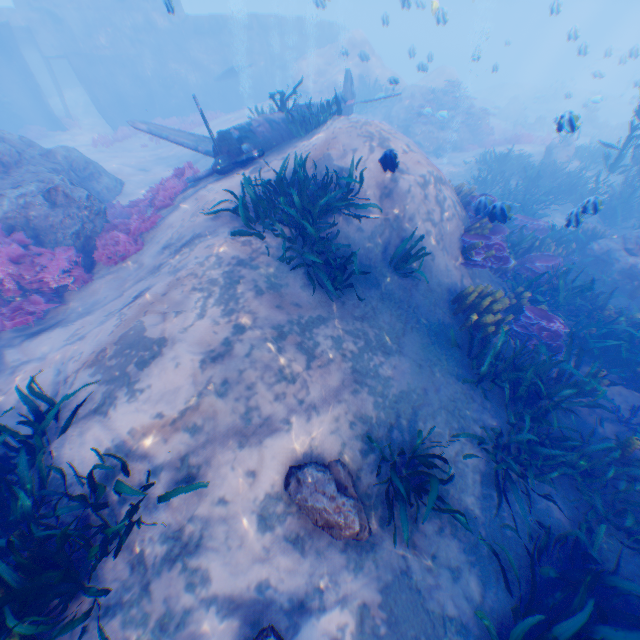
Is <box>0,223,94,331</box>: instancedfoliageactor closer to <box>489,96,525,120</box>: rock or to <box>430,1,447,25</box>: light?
<box>430,1,447,25</box>: light

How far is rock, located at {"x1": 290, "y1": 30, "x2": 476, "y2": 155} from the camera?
20.4m

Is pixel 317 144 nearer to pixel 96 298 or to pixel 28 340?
pixel 96 298

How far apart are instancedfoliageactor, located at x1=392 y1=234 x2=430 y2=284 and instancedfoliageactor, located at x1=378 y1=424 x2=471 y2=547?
3.3m

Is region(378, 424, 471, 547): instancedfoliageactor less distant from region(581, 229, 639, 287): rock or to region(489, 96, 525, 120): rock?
region(581, 229, 639, 287): rock

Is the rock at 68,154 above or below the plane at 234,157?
Result: below

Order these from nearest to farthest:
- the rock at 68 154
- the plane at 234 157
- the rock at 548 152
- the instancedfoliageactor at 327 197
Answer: the instancedfoliageactor at 327 197 < the rock at 68 154 < the plane at 234 157 < the rock at 548 152

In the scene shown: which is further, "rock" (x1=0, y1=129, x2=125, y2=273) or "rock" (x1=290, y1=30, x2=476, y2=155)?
"rock" (x1=290, y1=30, x2=476, y2=155)
